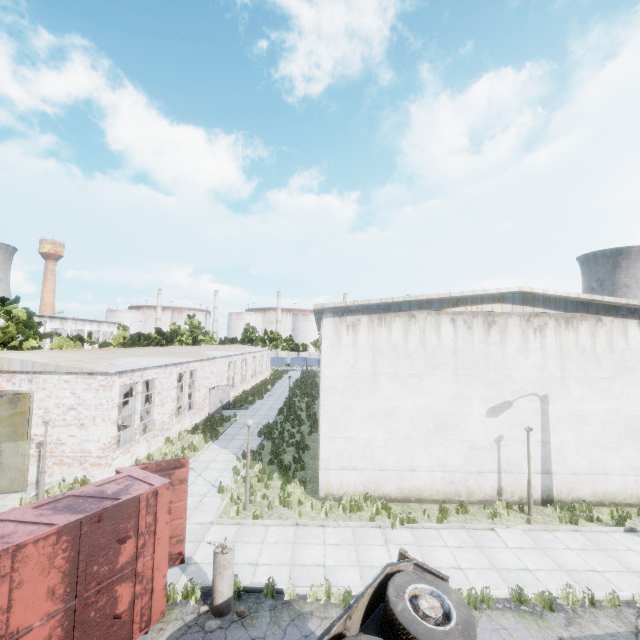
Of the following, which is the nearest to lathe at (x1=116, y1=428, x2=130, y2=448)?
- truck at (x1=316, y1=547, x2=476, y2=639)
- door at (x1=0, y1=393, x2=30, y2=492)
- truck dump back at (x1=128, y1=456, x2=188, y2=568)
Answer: door at (x1=0, y1=393, x2=30, y2=492)

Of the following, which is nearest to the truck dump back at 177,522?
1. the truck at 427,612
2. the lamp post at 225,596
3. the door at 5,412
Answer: the lamp post at 225,596

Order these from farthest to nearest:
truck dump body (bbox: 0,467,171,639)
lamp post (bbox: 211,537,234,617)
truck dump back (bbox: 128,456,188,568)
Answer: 1. truck dump back (bbox: 128,456,188,568)
2. lamp post (bbox: 211,537,234,617)
3. truck dump body (bbox: 0,467,171,639)

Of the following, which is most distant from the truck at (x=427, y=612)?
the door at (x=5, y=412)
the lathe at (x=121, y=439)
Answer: the lathe at (x=121, y=439)

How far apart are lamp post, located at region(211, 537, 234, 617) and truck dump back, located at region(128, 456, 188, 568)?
1.8m

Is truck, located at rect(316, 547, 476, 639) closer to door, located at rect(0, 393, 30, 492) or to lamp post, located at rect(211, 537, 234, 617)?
lamp post, located at rect(211, 537, 234, 617)

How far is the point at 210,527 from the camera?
11.2 meters

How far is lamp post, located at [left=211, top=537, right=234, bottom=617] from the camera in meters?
7.6
